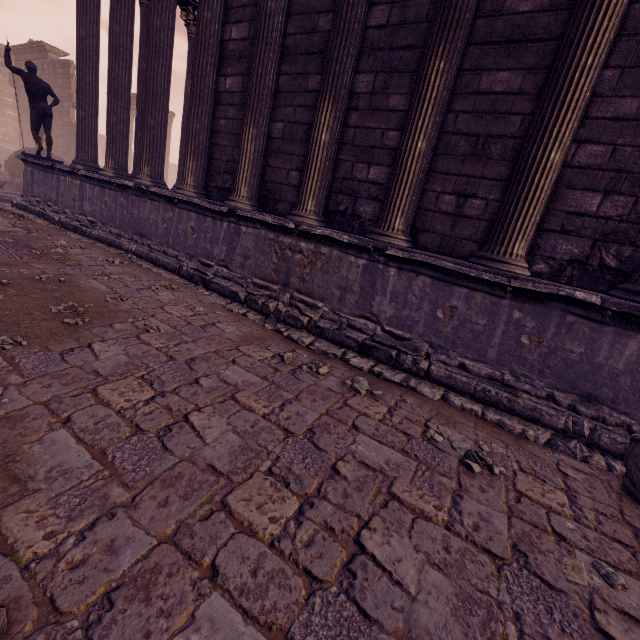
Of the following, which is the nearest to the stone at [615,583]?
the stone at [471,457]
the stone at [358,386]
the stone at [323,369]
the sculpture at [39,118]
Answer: the stone at [471,457]

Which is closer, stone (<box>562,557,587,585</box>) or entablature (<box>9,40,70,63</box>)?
stone (<box>562,557,587,585</box>)

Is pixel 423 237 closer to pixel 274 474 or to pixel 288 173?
pixel 288 173

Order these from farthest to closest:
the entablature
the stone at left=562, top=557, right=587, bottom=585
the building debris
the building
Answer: the entablature < the building debris < the building < the stone at left=562, top=557, right=587, bottom=585

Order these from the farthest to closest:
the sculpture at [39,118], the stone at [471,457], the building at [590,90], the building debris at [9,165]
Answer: the building debris at [9,165], the sculpture at [39,118], the building at [590,90], the stone at [471,457]

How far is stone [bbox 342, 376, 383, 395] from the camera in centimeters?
341cm

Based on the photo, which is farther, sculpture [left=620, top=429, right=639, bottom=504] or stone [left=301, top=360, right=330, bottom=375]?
stone [left=301, top=360, right=330, bottom=375]

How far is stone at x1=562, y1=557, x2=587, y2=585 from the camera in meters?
1.8 m
